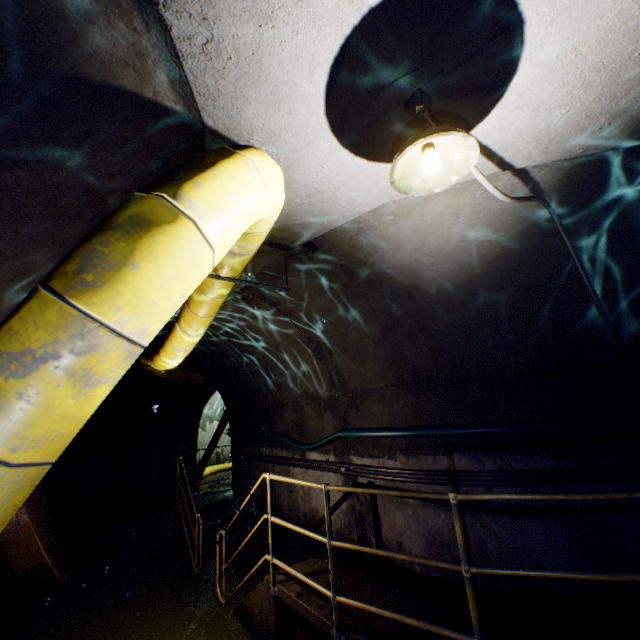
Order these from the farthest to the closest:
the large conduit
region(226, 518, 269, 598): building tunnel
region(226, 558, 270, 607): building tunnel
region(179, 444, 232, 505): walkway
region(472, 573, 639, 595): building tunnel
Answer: region(179, 444, 232, 505): walkway
region(226, 518, 269, 598): building tunnel
region(226, 558, 270, 607): building tunnel
region(472, 573, 639, 595): building tunnel
the large conduit

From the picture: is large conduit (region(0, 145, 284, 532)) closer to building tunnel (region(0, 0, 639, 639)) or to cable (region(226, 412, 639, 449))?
building tunnel (region(0, 0, 639, 639))

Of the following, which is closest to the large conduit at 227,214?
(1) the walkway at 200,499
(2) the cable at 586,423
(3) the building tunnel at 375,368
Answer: (3) the building tunnel at 375,368

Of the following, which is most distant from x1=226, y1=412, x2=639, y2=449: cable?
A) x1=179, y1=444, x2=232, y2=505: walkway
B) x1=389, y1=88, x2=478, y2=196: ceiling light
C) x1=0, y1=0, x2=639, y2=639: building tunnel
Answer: x1=389, y1=88, x2=478, y2=196: ceiling light

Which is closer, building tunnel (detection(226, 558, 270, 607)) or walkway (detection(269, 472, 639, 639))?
walkway (detection(269, 472, 639, 639))

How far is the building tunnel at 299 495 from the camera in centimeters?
556cm

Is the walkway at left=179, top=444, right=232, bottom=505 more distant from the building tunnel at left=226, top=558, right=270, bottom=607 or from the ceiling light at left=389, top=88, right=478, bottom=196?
the ceiling light at left=389, top=88, right=478, bottom=196

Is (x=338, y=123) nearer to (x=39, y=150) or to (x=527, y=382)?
(x=39, y=150)
